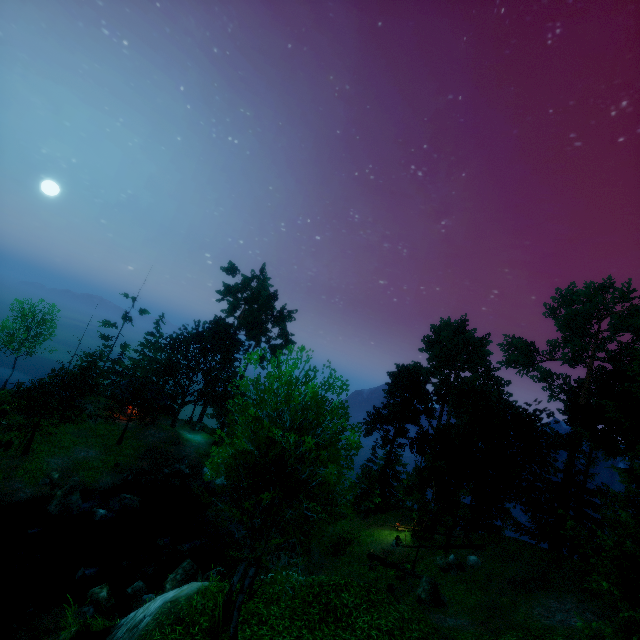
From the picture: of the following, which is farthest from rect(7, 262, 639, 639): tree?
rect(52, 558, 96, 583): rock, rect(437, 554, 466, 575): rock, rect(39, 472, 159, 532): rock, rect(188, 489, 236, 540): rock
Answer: rect(52, 558, 96, 583): rock

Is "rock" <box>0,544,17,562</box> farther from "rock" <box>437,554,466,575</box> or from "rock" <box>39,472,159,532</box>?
"rock" <box>437,554,466,575</box>

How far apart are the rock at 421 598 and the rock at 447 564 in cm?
330

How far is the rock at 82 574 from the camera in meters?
17.6 m

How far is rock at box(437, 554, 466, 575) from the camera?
22.41m

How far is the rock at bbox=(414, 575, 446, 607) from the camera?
18.38m

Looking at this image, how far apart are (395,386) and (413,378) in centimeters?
243cm

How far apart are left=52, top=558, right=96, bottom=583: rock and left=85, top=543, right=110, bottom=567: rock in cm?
249
